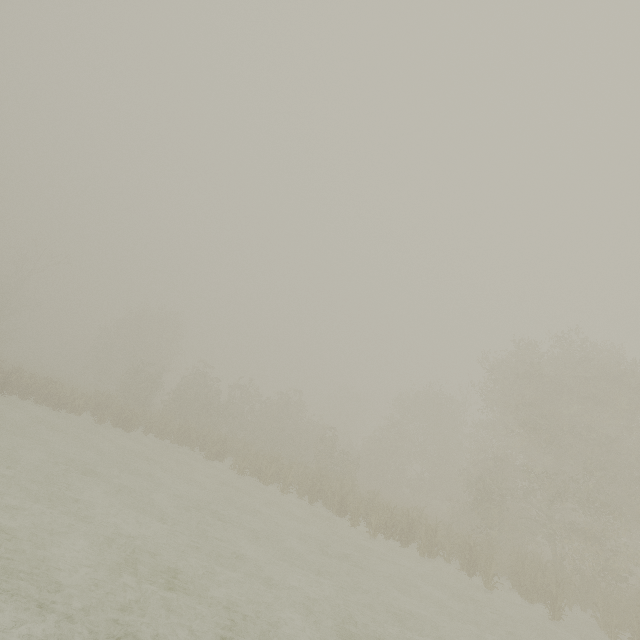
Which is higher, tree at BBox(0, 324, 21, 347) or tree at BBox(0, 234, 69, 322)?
tree at BBox(0, 234, 69, 322)

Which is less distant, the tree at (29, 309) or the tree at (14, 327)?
the tree at (29, 309)

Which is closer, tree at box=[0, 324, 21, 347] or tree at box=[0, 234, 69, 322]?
tree at box=[0, 234, 69, 322]

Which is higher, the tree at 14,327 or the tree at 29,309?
the tree at 29,309

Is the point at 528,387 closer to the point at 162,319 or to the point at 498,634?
the point at 498,634
